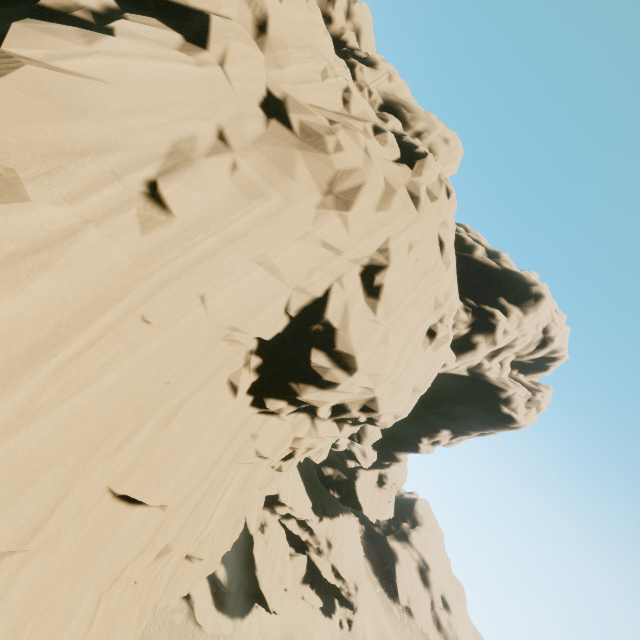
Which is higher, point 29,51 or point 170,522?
point 29,51
